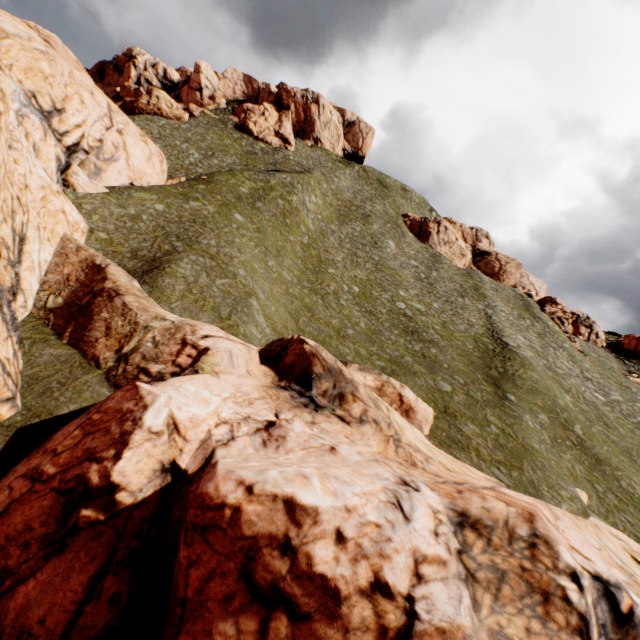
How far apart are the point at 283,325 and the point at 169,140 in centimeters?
4545cm

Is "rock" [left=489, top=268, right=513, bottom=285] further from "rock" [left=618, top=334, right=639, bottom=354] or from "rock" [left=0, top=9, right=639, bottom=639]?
"rock" [left=0, top=9, right=639, bottom=639]

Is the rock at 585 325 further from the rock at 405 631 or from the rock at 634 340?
the rock at 405 631

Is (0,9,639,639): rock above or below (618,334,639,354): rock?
below

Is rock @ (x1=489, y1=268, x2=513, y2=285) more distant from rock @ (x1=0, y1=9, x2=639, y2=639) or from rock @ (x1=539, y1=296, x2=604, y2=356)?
rock @ (x1=0, y1=9, x2=639, y2=639)

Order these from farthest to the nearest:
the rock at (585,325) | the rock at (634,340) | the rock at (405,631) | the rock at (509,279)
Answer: the rock at (509,279) → the rock at (634,340) → the rock at (585,325) → the rock at (405,631)

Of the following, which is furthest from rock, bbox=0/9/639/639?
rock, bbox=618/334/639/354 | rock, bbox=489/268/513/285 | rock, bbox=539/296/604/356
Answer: rock, bbox=539/296/604/356
